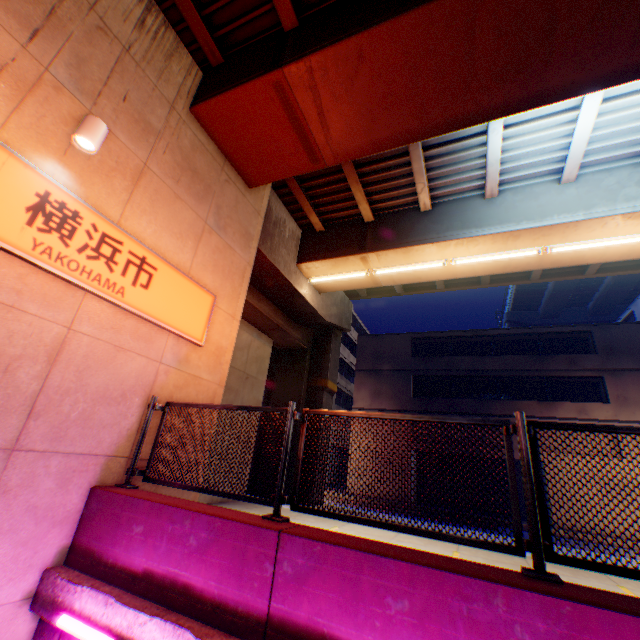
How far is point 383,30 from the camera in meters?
4.9 m

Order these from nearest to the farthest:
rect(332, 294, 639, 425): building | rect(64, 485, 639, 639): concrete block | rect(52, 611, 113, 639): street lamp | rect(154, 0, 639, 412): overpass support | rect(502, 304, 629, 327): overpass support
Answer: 1. rect(64, 485, 639, 639): concrete block
2. rect(52, 611, 113, 639): street lamp
3. rect(154, 0, 639, 412): overpass support
4. rect(332, 294, 639, 425): building
5. rect(502, 304, 629, 327): overpass support

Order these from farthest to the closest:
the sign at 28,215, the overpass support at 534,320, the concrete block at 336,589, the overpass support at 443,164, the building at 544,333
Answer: the overpass support at 534,320, the building at 544,333, the overpass support at 443,164, the sign at 28,215, the concrete block at 336,589

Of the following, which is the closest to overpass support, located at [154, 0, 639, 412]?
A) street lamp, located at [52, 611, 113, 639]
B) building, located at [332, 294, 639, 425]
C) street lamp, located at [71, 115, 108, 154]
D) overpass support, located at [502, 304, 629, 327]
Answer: overpass support, located at [502, 304, 629, 327]

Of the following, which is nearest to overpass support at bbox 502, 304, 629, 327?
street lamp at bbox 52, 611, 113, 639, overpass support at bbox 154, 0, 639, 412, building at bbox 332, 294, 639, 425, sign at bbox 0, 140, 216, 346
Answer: overpass support at bbox 154, 0, 639, 412

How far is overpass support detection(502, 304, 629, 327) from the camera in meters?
41.2

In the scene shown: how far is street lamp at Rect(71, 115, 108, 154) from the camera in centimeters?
417cm

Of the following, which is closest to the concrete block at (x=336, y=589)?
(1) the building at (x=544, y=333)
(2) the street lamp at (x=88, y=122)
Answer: (2) the street lamp at (x=88, y=122)
